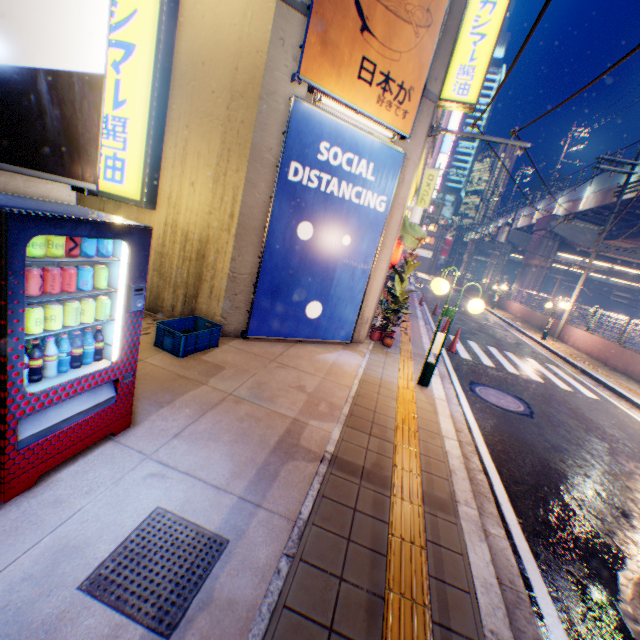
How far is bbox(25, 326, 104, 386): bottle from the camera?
2.4m

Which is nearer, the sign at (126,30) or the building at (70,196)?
the building at (70,196)

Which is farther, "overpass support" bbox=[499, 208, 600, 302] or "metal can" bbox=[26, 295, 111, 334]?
"overpass support" bbox=[499, 208, 600, 302]

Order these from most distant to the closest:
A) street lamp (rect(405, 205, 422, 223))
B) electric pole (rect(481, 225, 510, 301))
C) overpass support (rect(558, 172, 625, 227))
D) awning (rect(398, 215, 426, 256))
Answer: electric pole (rect(481, 225, 510, 301))
overpass support (rect(558, 172, 625, 227))
awning (rect(398, 215, 426, 256))
street lamp (rect(405, 205, 422, 223))

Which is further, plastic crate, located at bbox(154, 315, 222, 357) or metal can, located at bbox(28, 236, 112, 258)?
plastic crate, located at bbox(154, 315, 222, 357)

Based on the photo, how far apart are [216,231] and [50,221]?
4.07m

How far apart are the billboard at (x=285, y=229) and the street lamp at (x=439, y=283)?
1.5 meters

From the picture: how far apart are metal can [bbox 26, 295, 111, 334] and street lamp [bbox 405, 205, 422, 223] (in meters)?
7.43
